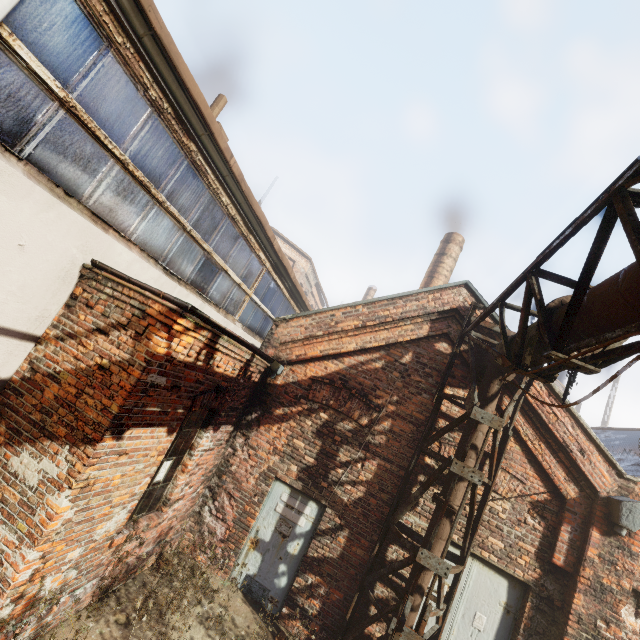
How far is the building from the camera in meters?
13.8

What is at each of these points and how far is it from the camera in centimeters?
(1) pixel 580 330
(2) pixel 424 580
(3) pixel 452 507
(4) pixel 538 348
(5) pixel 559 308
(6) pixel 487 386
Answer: (1) pipe, 333cm
(2) pipe, 497cm
(3) pipe, 513cm
(4) pipe, 424cm
(5) pipe, 372cm
(6) pipe, 566cm

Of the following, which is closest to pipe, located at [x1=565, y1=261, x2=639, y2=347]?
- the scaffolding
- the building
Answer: the scaffolding

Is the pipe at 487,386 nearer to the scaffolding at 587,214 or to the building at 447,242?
the scaffolding at 587,214

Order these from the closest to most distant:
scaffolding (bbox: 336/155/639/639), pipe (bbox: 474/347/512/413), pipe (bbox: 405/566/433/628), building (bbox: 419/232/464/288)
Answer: scaffolding (bbox: 336/155/639/639) → pipe (bbox: 405/566/433/628) → pipe (bbox: 474/347/512/413) → building (bbox: 419/232/464/288)

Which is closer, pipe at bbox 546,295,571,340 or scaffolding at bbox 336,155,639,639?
scaffolding at bbox 336,155,639,639

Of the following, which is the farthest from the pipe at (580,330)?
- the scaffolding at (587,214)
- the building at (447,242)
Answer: the building at (447,242)

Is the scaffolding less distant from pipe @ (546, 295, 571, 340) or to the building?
pipe @ (546, 295, 571, 340)
